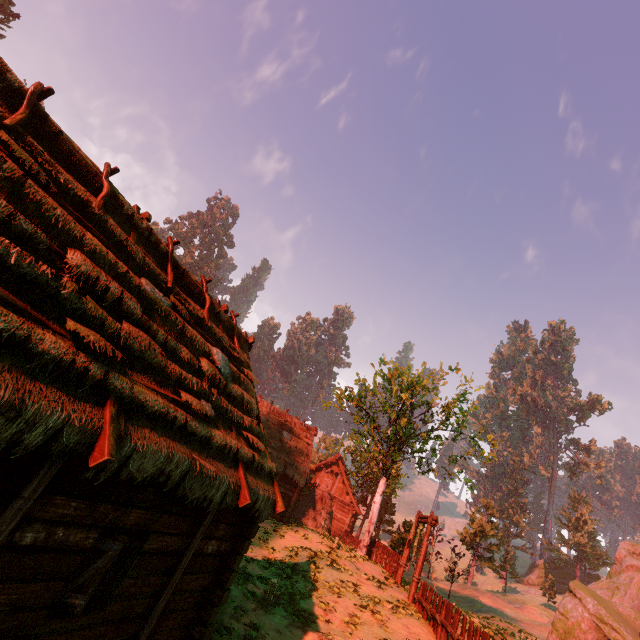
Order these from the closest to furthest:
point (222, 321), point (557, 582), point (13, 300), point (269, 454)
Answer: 1. point (13, 300)
2. point (222, 321)
3. point (269, 454)
4. point (557, 582)

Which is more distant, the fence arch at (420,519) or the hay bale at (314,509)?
the hay bale at (314,509)

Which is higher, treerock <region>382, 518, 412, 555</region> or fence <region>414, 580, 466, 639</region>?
treerock <region>382, 518, 412, 555</region>

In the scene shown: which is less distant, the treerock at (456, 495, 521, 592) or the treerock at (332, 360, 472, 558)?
the treerock at (332, 360, 472, 558)

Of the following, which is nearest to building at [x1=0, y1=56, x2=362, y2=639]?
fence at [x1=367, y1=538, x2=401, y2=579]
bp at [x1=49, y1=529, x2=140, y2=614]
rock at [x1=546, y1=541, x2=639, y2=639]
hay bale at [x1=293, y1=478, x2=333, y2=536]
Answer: bp at [x1=49, y1=529, x2=140, y2=614]

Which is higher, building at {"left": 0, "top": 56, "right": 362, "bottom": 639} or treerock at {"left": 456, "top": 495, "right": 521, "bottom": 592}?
treerock at {"left": 456, "top": 495, "right": 521, "bottom": 592}

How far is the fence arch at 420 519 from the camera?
14.57m

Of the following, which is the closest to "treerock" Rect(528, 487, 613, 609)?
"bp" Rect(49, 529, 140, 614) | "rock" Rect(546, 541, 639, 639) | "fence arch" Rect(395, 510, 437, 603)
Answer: "rock" Rect(546, 541, 639, 639)
